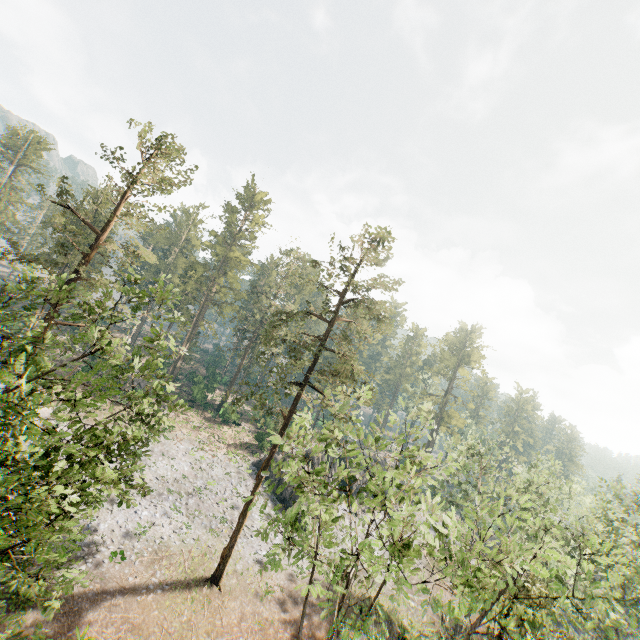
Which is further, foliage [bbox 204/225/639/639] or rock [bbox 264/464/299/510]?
rock [bbox 264/464/299/510]

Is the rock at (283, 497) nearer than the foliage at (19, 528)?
No

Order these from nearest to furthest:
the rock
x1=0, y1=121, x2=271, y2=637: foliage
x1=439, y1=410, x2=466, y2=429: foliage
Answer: x1=0, y1=121, x2=271, y2=637: foliage → the rock → x1=439, y1=410, x2=466, y2=429: foliage

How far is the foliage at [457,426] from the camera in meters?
57.1

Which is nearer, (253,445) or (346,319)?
(346,319)

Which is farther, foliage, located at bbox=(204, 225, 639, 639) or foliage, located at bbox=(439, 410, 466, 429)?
foliage, located at bbox=(439, 410, 466, 429)
